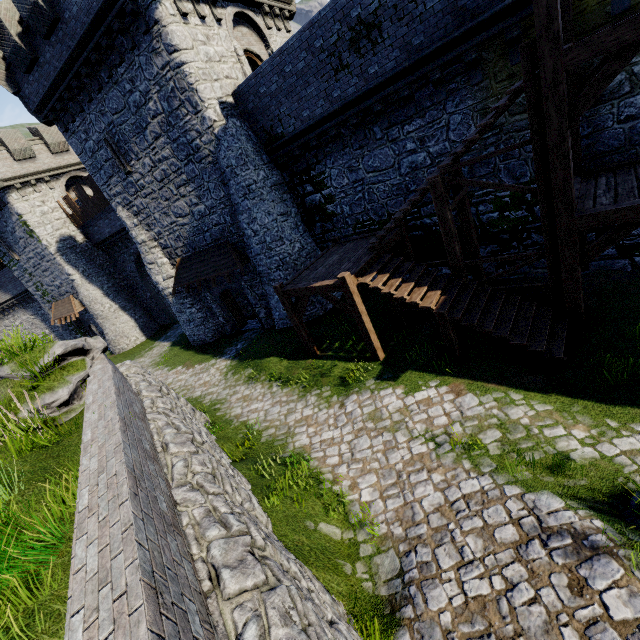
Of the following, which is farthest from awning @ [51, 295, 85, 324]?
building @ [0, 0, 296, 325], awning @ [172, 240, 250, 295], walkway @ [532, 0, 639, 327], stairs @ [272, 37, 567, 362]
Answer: walkway @ [532, 0, 639, 327]

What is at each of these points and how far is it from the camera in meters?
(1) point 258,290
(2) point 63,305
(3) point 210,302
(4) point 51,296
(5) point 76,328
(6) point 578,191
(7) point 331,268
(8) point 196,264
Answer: (1) building, 17.2 m
(2) awning, 27.9 m
(3) building, 19.2 m
(4) building, 28.8 m
(5) building, 30.6 m
(6) walkway, 7.9 m
(7) stairs, 11.0 m
(8) awning, 17.4 m

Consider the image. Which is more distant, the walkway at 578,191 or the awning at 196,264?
the awning at 196,264

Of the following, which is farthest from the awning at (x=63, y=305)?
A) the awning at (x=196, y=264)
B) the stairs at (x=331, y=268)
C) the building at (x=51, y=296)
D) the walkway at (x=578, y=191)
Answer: the walkway at (x=578, y=191)

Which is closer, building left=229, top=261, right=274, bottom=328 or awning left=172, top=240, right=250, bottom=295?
awning left=172, top=240, right=250, bottom=295

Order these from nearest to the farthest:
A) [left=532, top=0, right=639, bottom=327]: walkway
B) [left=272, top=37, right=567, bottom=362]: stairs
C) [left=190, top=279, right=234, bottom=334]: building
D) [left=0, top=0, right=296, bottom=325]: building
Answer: [left=532, top=0, right=639, bottom=327]: walkway
[left=272, top=37, right=567, bottom=362]: stairs
[left=0, top=0, right=296, bottom=325]: building
[left=190, top=279, right=234, bottom=334]: building

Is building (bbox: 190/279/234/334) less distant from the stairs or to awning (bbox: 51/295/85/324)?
awning (bbox: 51/295/85/324)
